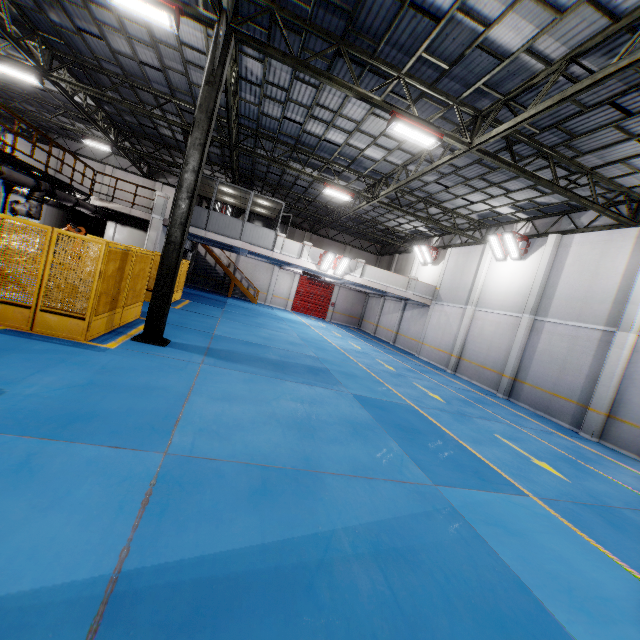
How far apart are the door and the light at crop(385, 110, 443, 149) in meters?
22.8 m

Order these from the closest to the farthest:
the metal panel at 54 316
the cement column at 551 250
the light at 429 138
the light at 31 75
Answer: the metal panel at 54 316 < the light at 429 138 < the light at 31 75 < the cement column at 551 250

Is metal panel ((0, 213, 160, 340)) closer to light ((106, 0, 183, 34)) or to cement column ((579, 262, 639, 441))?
light ((106, 0, 183, 34))

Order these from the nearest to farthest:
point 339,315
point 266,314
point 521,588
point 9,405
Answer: point 521,588, point 9,405, point 266,314, point 339,315

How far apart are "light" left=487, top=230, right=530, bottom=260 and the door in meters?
18.3

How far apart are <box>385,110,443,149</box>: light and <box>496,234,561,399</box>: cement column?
8.79m

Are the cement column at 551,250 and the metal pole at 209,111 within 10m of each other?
no

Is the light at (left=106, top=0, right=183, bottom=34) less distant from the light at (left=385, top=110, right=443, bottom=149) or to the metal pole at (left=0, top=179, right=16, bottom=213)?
the light at (left=385, top=110, right=443, bottom=149)
